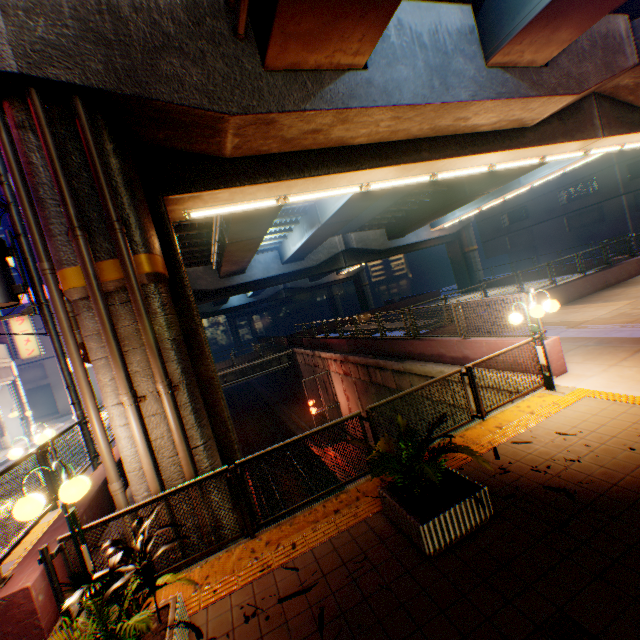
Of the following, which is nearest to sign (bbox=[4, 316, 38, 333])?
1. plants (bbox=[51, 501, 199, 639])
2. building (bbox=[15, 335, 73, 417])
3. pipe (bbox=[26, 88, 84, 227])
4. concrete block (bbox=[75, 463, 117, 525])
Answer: concrete block (bbox=[75, 463, 117, 525])

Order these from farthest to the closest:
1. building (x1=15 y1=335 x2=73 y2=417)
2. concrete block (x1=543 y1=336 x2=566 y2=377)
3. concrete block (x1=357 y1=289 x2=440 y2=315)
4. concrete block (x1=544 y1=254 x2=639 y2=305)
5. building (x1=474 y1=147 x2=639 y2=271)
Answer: concrete block (x1=357 y1=289 x2=440 y2=315) → building (x1=15 y1=335 x2=73 y2=417) → building (x1=474 y1=147 x2=639 y2=271) → concrete block (x1=544 y1=254 x2=639 y2=305) → concrete block (x1=543 y1=336 x2=566 y2=377)

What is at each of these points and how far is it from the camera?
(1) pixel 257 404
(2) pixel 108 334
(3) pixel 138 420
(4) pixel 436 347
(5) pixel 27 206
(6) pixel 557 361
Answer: A:
(1) railway, 43.6 meters
(2) pipe, 5.0 meters
(3) pipe, 5.1 meters
(4) concrete block, 11.5 meters
(5) pipe, 5.4 meters
(6) concrete block, 7.9 meters

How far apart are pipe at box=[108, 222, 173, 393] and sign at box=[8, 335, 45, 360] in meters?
25.6

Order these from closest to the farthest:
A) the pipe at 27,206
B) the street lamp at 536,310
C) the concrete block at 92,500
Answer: the pipe at 27,206
the concrete block at 92,500
the street lamp at 536,310

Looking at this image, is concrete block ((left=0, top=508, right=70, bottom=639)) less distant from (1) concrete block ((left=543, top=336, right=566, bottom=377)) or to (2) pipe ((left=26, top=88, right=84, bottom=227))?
(2) pipe ((left=26, top=88, right=84, bottom=227))

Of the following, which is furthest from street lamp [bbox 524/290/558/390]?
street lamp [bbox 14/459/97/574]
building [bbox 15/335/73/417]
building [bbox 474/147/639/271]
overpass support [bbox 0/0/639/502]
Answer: building [bbox 15/335/73/417]

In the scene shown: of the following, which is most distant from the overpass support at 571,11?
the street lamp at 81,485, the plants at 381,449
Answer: the plants at 381,449
